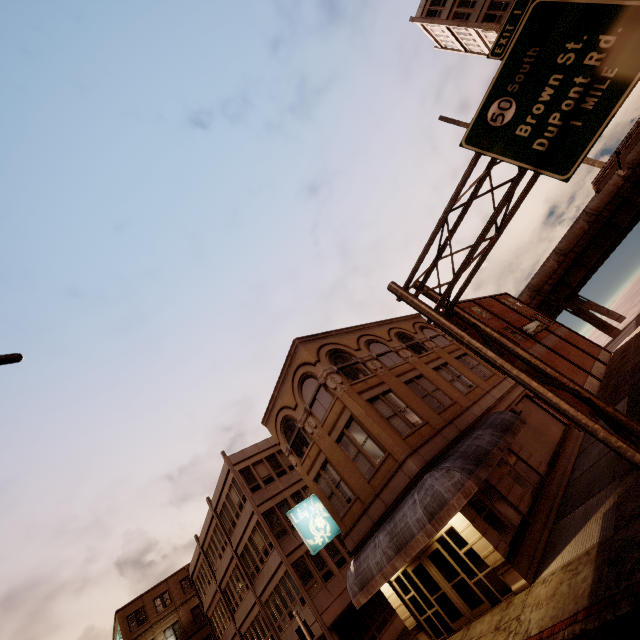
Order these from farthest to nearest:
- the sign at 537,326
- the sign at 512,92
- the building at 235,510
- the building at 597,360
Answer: the sign at 537,326 → the building at 597,360 → the building at 235,510 → the sign at 512,92

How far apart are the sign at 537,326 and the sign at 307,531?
28.2 meters

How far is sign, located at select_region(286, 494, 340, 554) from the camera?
16.00m

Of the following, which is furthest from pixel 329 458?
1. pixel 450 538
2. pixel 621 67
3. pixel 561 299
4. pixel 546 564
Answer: pixel 561 299

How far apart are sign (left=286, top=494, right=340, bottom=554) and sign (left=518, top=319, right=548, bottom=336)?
28.18m

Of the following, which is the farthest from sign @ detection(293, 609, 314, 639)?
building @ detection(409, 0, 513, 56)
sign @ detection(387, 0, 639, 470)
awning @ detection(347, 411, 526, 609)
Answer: building @ detection(409, 0, 513, 56)

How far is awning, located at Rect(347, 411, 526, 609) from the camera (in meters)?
11.31

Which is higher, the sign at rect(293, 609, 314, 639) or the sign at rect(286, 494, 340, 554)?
the sign at rect(286, 494, 340, 554)
